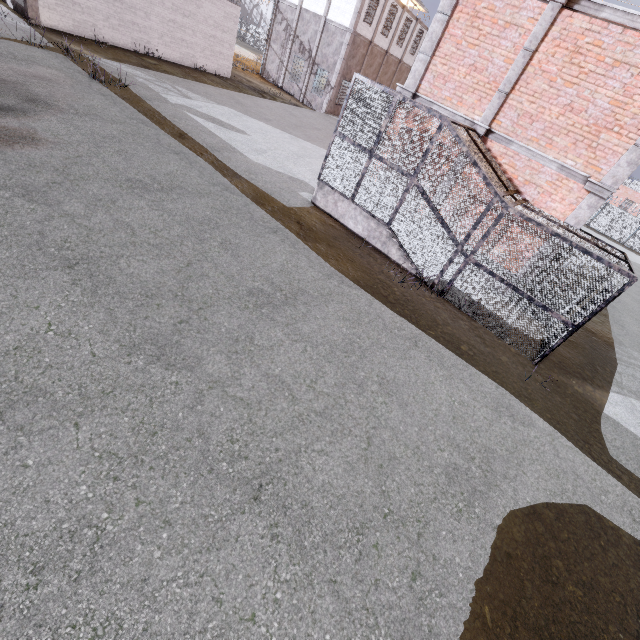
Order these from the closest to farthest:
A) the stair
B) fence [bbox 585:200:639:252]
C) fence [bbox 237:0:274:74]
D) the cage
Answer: the cage
the stair
fence [bbox 237:0:274:74]
fence [bbox 585:200:639:252]

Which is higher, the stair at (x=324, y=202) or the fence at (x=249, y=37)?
the fence at (x=249, y=37)

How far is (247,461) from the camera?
3.96m

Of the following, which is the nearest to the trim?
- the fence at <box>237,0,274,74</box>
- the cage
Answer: the cage

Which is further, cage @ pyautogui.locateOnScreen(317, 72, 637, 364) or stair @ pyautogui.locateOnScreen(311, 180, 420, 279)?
stair @ pyautogui.locateOnScreen(311, 180, 420, 279)

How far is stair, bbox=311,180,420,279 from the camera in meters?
9.9 m

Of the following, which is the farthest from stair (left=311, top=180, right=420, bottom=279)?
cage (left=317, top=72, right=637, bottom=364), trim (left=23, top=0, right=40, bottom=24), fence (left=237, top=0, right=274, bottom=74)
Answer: fence (left=237, top=0, right=274, bottom=74)

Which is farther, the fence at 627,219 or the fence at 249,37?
the fence at 627,219
